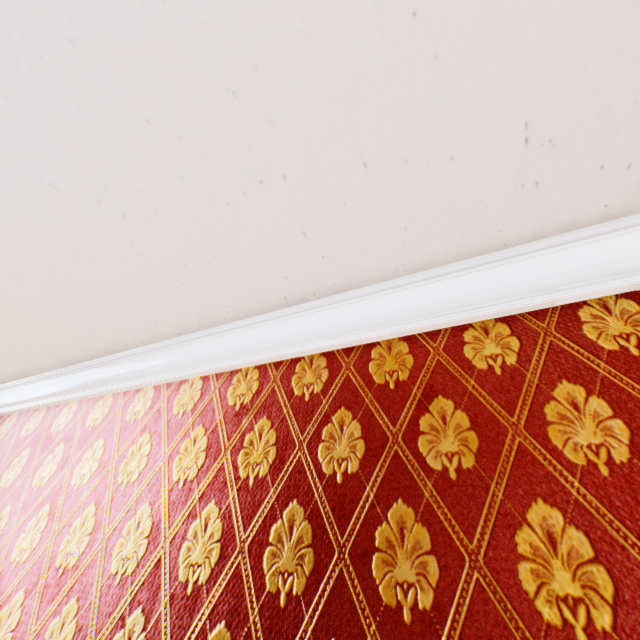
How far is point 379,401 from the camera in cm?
118
